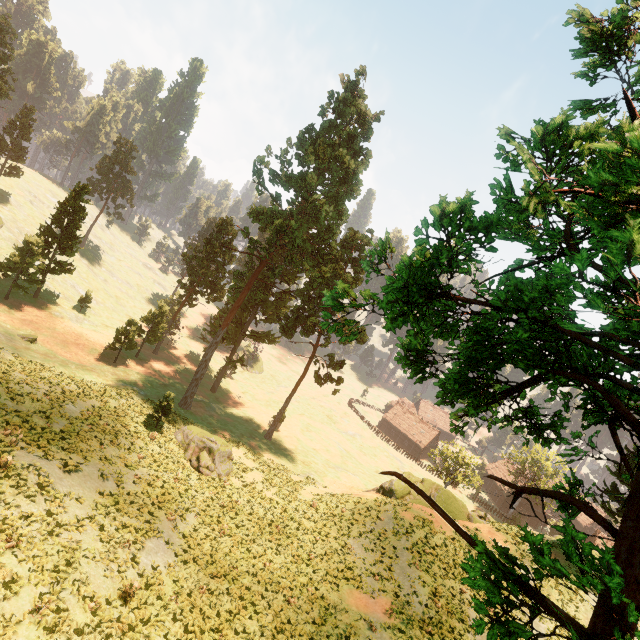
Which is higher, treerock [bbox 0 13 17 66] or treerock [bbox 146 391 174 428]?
treerock [bbox 0 13 17 66]

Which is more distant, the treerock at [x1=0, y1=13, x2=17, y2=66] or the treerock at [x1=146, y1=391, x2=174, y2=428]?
the treerock at [x1=0, y1=13, x2=17, y2=66]

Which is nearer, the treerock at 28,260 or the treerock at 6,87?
the treerock at 28,260

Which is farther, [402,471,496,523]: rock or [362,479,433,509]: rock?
[402,471,496,523]: rock

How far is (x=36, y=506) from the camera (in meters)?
13.12

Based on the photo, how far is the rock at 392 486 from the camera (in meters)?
29.05

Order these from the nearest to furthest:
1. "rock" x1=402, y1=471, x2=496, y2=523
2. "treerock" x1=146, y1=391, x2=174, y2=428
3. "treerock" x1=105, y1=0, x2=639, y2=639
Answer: "treerock" x1=105, y1=0, x2=639, y2=639 → "treerock" x1=146, y1=391, x2=174, y2=428 → "rock" x1=402, y1=471, x2=496, y2=523
